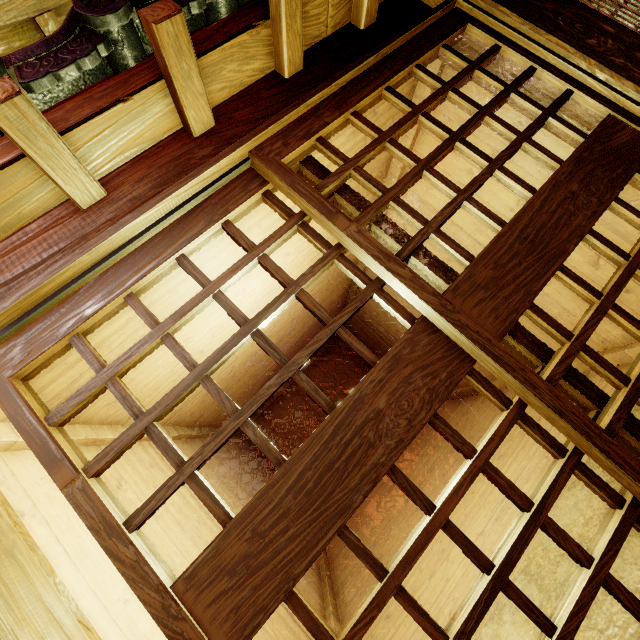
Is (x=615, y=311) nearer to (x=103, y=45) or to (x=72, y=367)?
(x=103, y=45)

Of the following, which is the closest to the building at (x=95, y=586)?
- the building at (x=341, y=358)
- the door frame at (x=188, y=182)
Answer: the door frame at (x=188, y=182)

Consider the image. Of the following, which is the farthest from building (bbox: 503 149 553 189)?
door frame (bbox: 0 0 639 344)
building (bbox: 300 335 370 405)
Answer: building (bbox: 300 335 370 405)

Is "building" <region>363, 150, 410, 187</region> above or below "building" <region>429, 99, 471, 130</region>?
above

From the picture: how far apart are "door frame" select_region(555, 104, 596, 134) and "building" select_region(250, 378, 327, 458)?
13.62m

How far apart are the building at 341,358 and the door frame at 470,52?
13.62m

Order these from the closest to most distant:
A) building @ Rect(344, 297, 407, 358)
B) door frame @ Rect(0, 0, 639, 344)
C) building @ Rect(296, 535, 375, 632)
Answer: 1. door frame @ Rect(0, 0, 639, 344)
2. building @ Rect(296, 535, 375, 632)
3. building @ Rect(344, 297, 407, 358)

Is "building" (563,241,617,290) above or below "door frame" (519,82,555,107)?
below
